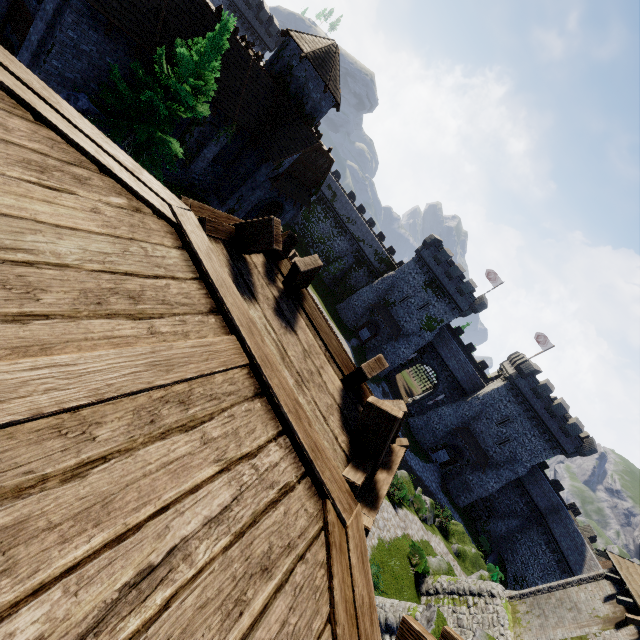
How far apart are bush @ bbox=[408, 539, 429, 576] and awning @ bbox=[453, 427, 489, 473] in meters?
22.6

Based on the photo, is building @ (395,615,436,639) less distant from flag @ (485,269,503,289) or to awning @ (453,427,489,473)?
awning @ (453,427,489,473)

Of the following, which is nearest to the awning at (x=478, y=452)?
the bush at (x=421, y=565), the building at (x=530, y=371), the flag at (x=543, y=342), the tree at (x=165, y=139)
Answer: the building at (x=530, y=371)

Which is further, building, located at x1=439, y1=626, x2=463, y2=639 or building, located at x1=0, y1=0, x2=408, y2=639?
building, located at x1=439, y1=626, x2=463, y2=639

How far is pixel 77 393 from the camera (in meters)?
1.30

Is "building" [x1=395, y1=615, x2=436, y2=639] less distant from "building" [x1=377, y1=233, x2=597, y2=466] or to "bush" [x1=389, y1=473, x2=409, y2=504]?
"bush" [x1=389, y1=473, x2=409, y2=504]

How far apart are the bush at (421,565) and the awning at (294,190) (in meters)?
25.56

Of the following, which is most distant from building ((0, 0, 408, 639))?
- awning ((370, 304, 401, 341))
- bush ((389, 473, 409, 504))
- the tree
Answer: awning ((370, 304, 401, 341))
